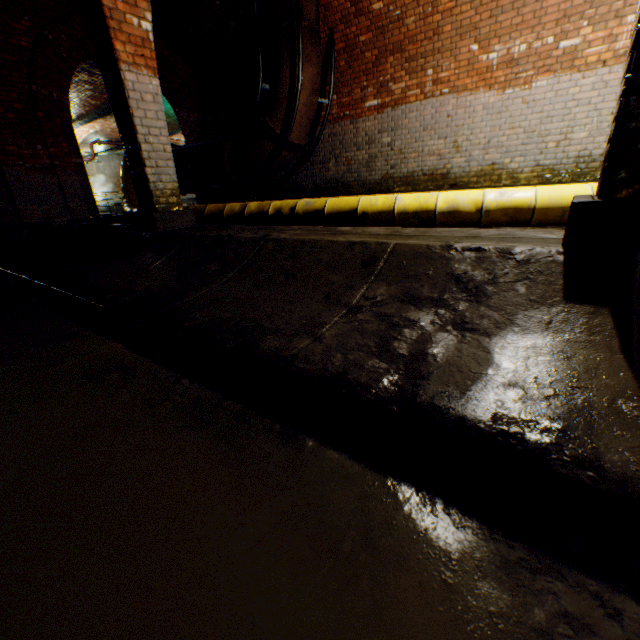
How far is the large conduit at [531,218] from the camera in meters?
3.4 m

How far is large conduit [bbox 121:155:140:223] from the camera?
7.3m

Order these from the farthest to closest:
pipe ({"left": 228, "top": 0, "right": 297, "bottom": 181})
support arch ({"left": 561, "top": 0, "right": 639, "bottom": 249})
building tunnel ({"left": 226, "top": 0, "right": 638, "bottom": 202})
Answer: pipe ({"left": 228, "top": 0, "right": 297, "bottom": 181}) → building tunnel ({"left": 226, "top": 0, "right": 638, "bottom": 202}) → support arch ({"left": 561, "top": 0, "right": 639, "bottom": 249})

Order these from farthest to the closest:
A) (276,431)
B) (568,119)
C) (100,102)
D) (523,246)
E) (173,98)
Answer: (100,102) → (173,98) → (568,119) → (523,246) → (276,431)

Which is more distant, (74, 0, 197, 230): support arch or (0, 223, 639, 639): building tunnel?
(74, 0, 197, 230): support arch

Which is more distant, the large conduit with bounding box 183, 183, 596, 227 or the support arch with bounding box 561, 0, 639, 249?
the large conduit with bounding box 183, 183, 596, 227

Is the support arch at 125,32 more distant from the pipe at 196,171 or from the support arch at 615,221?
the pipe at 196,171

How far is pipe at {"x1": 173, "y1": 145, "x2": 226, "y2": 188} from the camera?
8.5m
